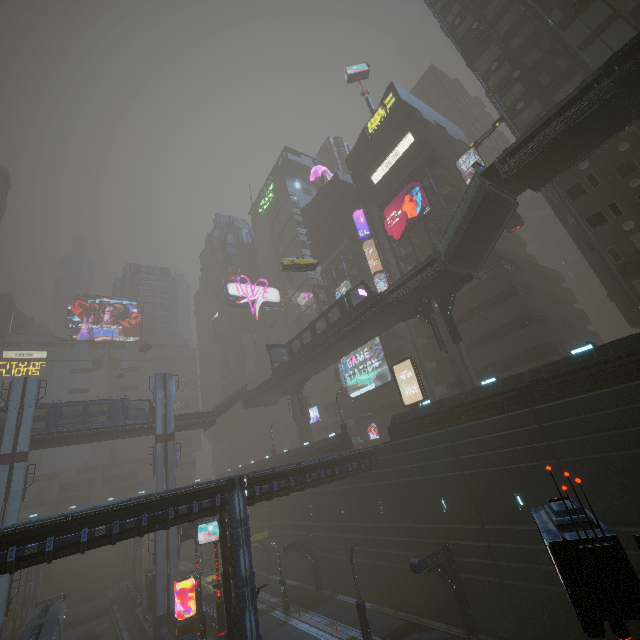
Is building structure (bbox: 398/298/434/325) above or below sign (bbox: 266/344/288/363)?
below

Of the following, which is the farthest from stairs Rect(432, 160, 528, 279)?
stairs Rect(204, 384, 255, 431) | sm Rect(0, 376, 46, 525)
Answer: sm Rect(0, 376, 46, 525)

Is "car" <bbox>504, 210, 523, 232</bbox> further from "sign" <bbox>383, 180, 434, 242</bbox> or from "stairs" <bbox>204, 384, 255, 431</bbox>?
"stairs" <bbox>204, 384, 255, 431</bbox>

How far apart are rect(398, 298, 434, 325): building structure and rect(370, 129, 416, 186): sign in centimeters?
2272cm

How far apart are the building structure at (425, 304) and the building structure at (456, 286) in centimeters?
68cm

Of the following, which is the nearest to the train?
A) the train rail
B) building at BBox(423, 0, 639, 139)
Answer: the train rail

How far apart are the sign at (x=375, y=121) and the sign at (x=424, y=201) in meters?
13.5

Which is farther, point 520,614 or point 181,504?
point 181,504
